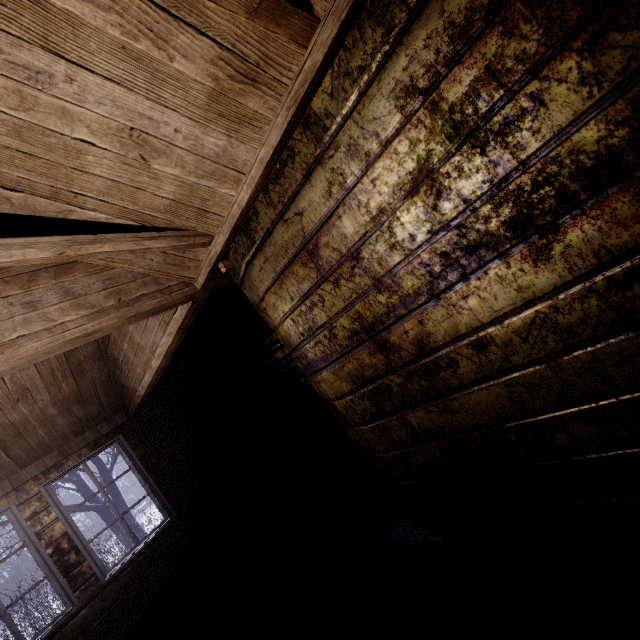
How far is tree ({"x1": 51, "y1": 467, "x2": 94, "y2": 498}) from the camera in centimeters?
630cm

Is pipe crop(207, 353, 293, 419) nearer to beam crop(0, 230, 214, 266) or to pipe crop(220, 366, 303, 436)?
pipe crop(220, 366, 303, 436)

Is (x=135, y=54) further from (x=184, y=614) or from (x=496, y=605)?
(x=184, y=614)

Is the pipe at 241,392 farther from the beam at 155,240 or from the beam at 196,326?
the beam at 155,240

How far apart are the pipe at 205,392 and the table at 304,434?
0.7 meters

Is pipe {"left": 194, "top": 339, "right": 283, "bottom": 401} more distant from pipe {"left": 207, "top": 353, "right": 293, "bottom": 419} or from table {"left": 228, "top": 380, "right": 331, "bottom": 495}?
table {"left": 228, "top": 380, "right": 331, "bottom": 495}

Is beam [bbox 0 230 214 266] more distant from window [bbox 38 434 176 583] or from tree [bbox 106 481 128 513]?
tree [bbox 106 481 128 513]

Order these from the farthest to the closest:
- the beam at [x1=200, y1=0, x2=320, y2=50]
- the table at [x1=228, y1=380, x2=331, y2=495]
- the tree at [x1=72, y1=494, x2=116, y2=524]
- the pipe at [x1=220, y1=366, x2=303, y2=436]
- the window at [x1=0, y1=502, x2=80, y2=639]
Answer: the tree at [x1=72, y1=494, x2=116, y2=524], the pipe at [x1=220, y1=366, x2=303, y2=436], the table at [x1=228, y1=380, x2=331, y2=495], the window at [x1=0, y1=502, x2=80, y2=639], the beam at [x1=200, y1=0, x2=320, y2=50]
